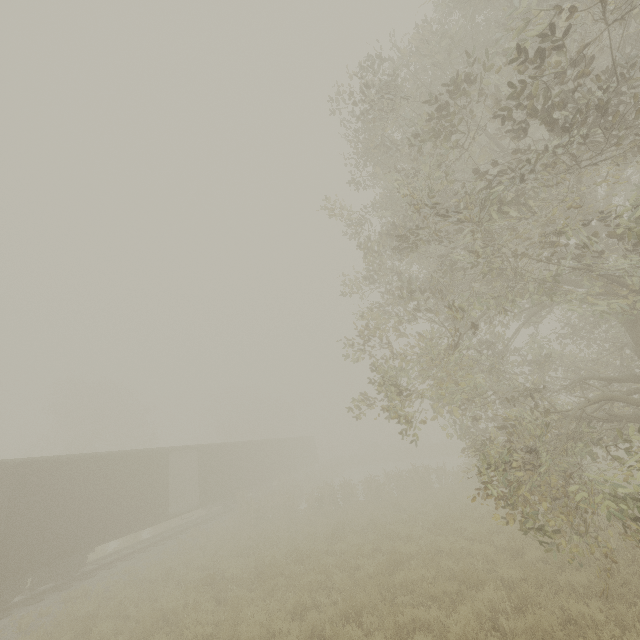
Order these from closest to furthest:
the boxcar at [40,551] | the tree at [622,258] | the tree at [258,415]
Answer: the tree at [622,258]
the boxcar at [40,551]
the tree at [258,415]

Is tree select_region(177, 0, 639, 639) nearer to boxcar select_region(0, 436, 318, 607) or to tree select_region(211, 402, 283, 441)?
boxcar select_region(0, 436, 318, 607)

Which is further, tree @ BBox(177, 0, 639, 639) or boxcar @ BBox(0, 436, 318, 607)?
boxcar @ BBox(0, 436, 318, 607)

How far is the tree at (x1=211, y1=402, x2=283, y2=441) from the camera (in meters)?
44.31

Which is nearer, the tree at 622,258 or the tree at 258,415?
the tree at 622,258

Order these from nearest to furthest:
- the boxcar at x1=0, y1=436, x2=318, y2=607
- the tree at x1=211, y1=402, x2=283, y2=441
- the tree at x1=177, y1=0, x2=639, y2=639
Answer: the tree at x1=177, y1=0, x2=639, y2=639 → the boxcar at x1=0, y1=436, x2=318, y2=607 → the tree at x1=211, y1=402, x2=283, y2=441

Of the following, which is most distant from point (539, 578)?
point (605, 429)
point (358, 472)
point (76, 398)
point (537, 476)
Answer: point (76, 398)
